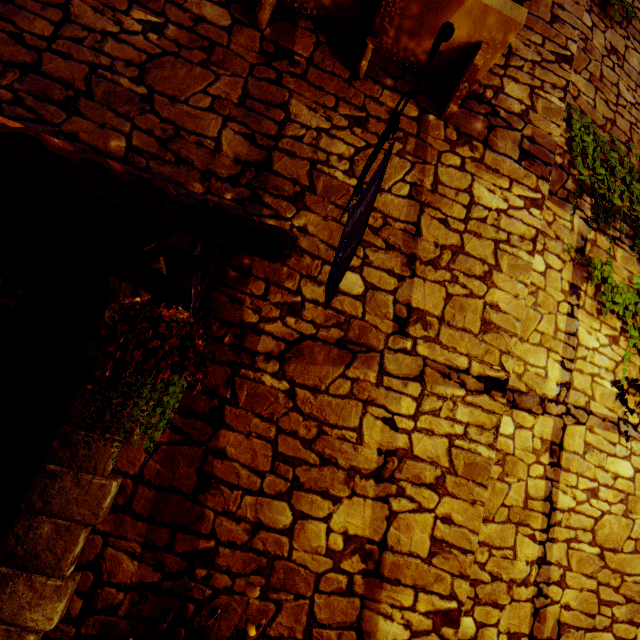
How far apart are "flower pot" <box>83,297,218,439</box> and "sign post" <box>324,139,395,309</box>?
0.4 meters

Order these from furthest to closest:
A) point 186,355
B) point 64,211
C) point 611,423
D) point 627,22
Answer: point 627,22 → point 611,423 → point 64,211 → point 186,355

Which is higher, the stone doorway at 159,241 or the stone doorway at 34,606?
the stone doorway at 159,241

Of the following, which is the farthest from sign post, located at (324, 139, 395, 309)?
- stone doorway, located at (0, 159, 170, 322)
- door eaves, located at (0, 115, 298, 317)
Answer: stone doorway, located at (0, 159, 170, 322)

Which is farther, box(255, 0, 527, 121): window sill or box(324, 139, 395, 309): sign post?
box(255, 0, 527, 121): window sill

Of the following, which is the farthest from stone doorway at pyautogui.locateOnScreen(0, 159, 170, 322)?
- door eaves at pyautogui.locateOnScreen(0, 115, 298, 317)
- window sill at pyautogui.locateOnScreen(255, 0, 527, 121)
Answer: window sill at pyautogui.locateOnScreen(255, 0, 527, 121)

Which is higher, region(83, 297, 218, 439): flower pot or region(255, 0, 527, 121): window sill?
region(255, 0, 527, 121): window sill

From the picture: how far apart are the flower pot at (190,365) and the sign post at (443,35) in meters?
0.4
